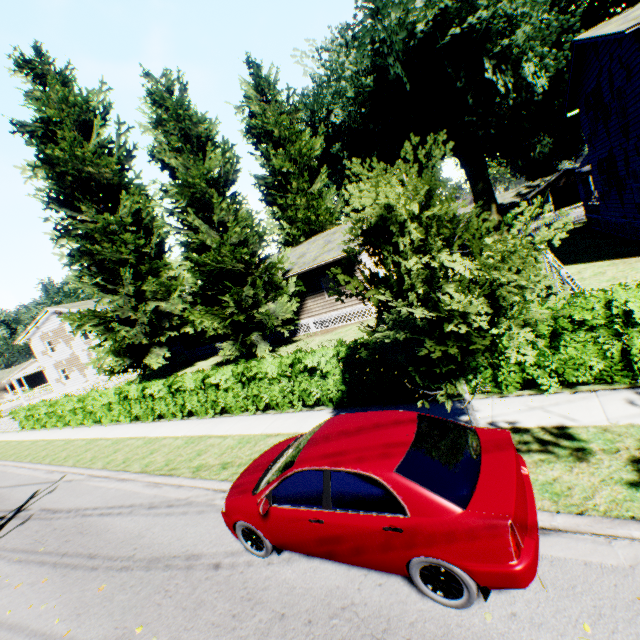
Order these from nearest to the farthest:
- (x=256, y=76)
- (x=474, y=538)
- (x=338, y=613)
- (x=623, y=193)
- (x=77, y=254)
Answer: (x=474, y=538)
(x=338, y=613)
(x=623, y=193)
(x=77, y=254)
(x=256, y=76)

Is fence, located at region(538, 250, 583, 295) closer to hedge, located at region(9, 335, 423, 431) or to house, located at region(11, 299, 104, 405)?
house, located at region(11, 299, 104, 405)

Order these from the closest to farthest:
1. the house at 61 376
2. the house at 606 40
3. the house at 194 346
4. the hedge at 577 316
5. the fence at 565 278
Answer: the hedge at 577 316
the fence at 565 278
the house at 606 40
the house at 194 346
the house at 61 376

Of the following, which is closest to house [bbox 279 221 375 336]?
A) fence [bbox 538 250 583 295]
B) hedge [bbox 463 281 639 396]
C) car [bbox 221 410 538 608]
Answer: fence [bbox 538 250 583 295]

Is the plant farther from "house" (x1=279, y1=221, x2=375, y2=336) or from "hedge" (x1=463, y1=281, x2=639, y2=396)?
"hedge" (x1=463, y1=281, x2=639, y2=396)

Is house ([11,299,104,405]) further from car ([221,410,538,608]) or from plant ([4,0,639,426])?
car ([221,410,538,608])

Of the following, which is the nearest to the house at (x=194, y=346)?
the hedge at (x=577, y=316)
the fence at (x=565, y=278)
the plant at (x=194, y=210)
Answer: the plant at (x=194, y=210)

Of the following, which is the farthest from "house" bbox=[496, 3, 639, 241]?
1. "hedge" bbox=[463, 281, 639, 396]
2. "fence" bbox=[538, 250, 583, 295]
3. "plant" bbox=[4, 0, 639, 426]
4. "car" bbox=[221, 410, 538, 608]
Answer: "car" bbox=[221, 410, 538, 608]
